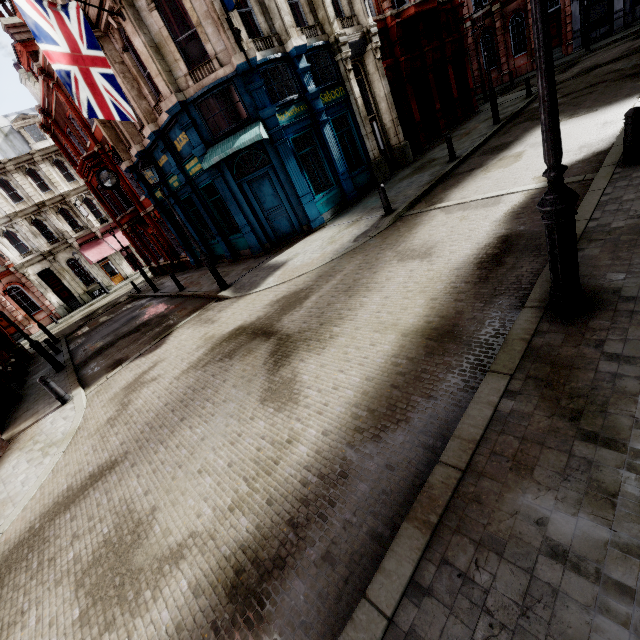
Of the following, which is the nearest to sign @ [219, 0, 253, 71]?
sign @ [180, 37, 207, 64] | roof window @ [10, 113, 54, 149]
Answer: sign @ [180, 37, 207, 64]

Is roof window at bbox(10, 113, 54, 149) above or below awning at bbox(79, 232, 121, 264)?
above

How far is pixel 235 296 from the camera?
10.98m

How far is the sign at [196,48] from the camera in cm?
1094

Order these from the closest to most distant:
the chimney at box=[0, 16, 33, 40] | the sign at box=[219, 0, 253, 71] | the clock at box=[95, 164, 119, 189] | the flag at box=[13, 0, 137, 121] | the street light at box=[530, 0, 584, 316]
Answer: the street light at box=[530, 0, 584, 316]
the flag at box=[13, 0, 137, 121]
the sign at box=[219, 0, 253, 71]
the clock at box=[95, 164, 119, 189]
the chimney at box=[0, 16, 33, 40]

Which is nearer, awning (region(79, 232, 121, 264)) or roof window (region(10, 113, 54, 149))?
roof window (region(10, 113, 54, 149))

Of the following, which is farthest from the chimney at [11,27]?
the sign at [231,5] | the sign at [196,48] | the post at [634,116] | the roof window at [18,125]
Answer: the post at [634,116]

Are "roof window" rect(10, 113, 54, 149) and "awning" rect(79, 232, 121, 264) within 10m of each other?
yes
